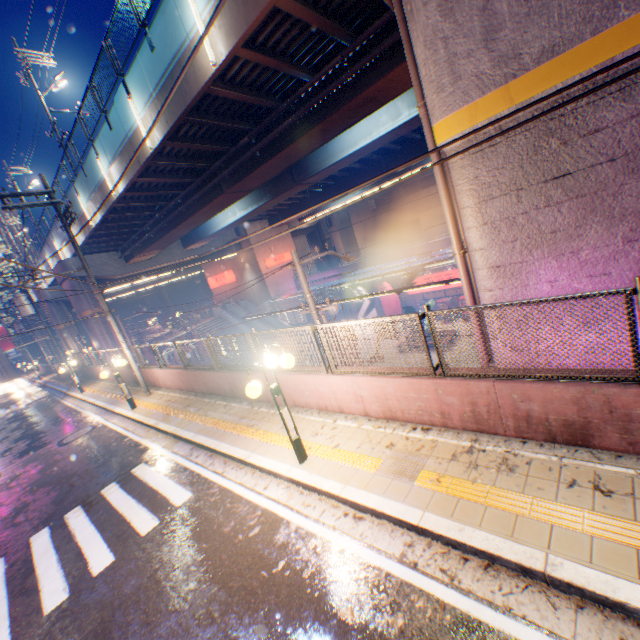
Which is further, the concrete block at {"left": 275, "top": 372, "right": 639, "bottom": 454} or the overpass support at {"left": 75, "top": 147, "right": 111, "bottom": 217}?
the overpass support at {"left": 75, "top": 147, "right": 111, "bottom": 217}

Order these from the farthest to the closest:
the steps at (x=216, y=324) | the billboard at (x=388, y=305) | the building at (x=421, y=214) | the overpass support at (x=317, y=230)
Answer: the building at (x=421, y=214) → the overpass support at (x=317, y=230) → the steps at (x=216, y=324) → the billboard at (x=388, y=305)

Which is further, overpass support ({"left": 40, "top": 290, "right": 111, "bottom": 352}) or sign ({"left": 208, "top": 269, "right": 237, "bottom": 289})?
sign ({"left": 208, "top": 269, "right": 237, "bottom": 289})

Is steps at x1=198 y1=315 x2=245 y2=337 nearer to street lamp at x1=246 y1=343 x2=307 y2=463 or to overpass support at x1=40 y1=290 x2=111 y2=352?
overpass support at x1=40 y1=290 x2=111 y2=352

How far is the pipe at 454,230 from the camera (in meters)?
6.17

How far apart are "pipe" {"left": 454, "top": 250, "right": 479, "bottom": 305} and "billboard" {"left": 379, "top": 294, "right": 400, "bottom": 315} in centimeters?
2462cm

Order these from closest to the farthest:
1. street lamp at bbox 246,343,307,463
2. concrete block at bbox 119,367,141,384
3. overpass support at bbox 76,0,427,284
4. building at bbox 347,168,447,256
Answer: street lamp at bbox 246,343,307,463, overpass support at bbox 76,0,427,284, concrete block at bbox 119,367,141,384, building at bbox 347,168,447,256

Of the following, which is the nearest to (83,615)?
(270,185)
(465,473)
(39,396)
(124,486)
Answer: (124,486)
